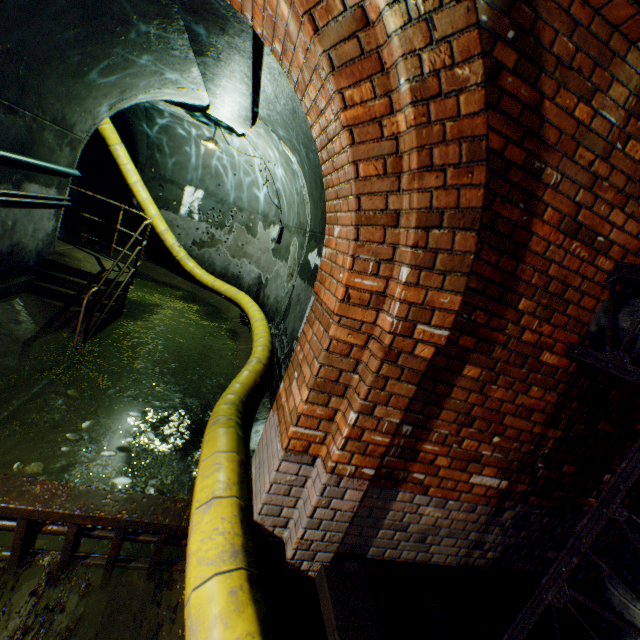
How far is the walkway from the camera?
6.47m

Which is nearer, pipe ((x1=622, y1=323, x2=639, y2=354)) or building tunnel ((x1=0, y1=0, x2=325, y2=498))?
pipe ((x1=622, y1=323, x2=639, y2=354))

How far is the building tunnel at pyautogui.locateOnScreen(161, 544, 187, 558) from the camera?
2.74m

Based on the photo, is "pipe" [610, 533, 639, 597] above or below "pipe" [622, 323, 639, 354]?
below

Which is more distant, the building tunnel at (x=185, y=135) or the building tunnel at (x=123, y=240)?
the building tunnel at (x=123, y=240)

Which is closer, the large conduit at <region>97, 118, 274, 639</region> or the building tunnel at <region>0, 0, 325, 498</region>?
the large conduit at <region>97, 118, 274, 639</region>

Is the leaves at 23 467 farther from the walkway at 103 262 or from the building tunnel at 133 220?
the walkway at 103 262

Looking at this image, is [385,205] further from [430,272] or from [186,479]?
[186,479]
